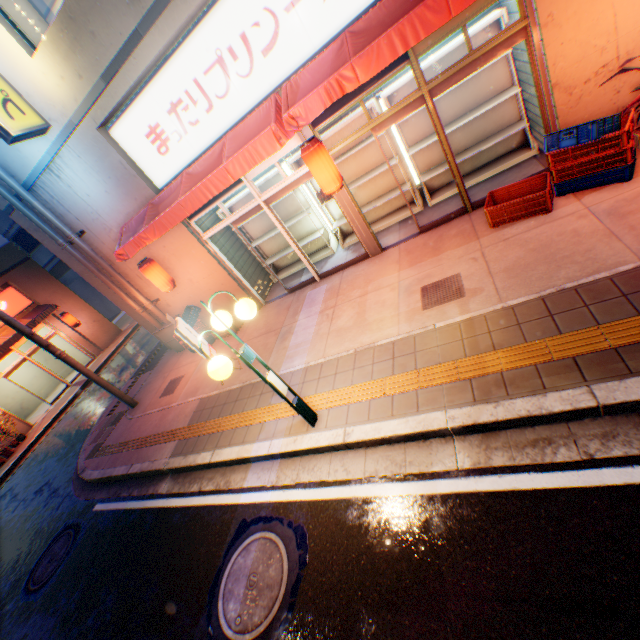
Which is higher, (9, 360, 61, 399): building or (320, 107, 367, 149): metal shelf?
(320, 107, 367, 149): metal shelf

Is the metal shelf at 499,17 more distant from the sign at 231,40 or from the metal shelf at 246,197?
the metal shelf at 246,197

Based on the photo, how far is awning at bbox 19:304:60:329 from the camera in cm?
1544

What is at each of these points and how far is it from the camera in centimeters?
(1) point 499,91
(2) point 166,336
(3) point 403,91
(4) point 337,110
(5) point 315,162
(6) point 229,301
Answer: (1) metal shelf, 656cm
(2) ventilation tube, 1025cm
(3) metal shelf, 685cm
(4) door, 584cm
(5) street lamp, 562cm
(6) building, 930cm

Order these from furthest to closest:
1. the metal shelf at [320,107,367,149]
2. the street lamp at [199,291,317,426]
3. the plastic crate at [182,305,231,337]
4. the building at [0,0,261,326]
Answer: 1. the plastic crate at [182,305,231,337]
2. the metal shelf at [320,107,367,149]
3. the building at [0,0,261,326]
4. the street lamp at [199,291,317,426]

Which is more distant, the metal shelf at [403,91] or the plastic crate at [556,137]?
the metal shelf at [403,91]

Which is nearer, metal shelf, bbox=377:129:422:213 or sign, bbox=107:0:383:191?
sign, bbox=107:0:383:191

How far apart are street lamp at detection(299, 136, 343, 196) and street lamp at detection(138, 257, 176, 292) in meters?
4.8
